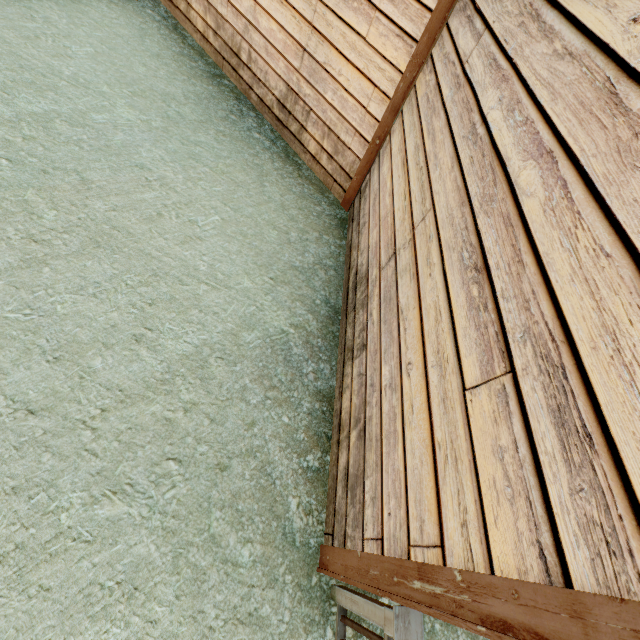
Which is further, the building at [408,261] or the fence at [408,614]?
the fence at [408,614]

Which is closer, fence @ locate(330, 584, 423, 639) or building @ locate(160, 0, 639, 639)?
building @ locate(160, 0, 639, 639)

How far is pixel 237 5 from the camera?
5.0 meters
